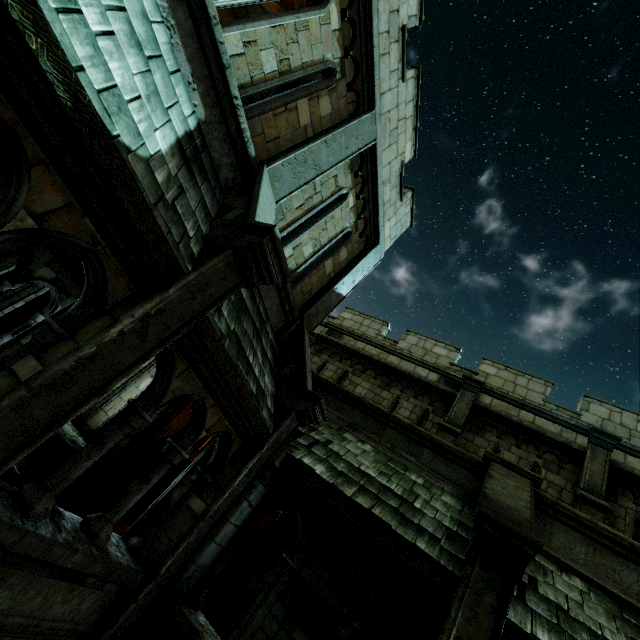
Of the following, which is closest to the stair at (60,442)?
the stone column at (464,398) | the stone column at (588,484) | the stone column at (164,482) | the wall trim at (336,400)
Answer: the stone column at (164,482)

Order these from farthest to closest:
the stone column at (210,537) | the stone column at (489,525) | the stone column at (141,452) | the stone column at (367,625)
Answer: the stone column at (141,452)
the stone column at (367,625)
the stone column at (210,537)
the stone column at (489,525)

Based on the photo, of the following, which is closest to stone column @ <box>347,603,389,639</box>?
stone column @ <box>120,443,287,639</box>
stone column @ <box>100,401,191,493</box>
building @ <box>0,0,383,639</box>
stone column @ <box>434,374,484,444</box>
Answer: stone column @ <box>434,374,484,444</box>

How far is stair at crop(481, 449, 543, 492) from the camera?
5.68m

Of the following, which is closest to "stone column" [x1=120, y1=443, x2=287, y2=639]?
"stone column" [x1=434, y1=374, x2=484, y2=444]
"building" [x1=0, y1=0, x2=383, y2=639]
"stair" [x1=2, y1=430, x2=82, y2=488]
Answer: "building" [x1=0, y1=0, x2=383, y2=639]

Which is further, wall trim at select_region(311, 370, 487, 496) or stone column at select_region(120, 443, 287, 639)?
wall trim at select_region(311, 370, 487, 496)

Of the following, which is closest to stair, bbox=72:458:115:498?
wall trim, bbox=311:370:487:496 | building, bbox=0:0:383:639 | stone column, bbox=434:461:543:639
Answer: building, bbox=0:0:383:639

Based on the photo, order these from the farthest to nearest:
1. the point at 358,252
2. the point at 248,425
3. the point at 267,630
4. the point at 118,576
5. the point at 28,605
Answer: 1. the point at 358,252
2. the point at 267,630
3. the point at 248,425
4. the point at 118,576
5. the point at 28,605
